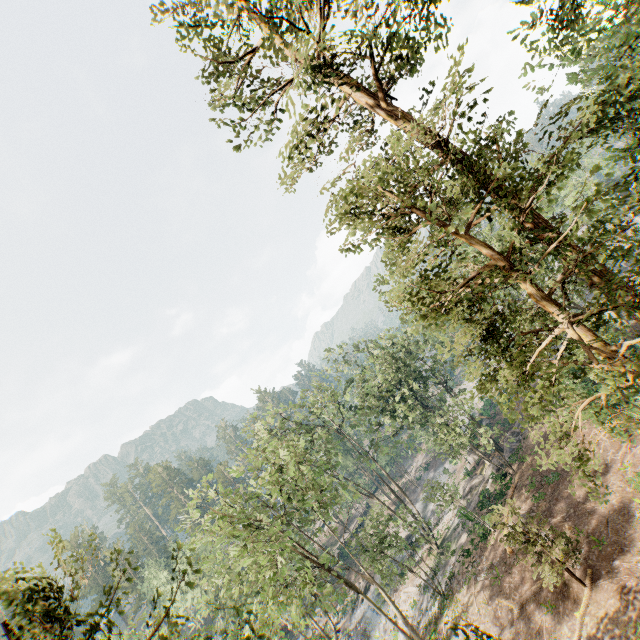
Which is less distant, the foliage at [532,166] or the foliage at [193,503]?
the foliage at [532,166]

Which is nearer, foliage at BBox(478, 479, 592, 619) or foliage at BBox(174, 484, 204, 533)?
foliage at BBox(478, 479, 592, 619)

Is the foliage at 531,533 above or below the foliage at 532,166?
below

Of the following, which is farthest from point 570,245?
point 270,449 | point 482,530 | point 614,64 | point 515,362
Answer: point 270,449

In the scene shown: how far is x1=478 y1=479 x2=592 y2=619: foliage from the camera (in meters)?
16.64

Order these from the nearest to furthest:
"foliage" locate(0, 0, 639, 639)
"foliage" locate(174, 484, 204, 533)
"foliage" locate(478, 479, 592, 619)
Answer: "foliage" locate(0, 0, 639, 639) < "foliage" locate(478, 479, 592, 619) < "foliage" locate(174, 484, 204, 533)
